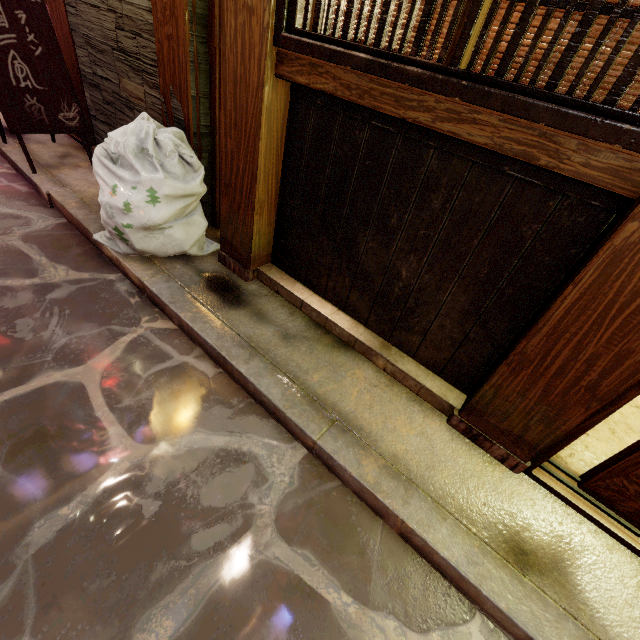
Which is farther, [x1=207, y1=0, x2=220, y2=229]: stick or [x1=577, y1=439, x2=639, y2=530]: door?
[x1=207, y1=0, x2=220, y2=229]: stick

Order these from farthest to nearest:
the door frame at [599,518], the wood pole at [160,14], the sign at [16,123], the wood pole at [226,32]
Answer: the sign at [16,123] → the wood pole at [160,14] → the wood pole at [226,32] → the door frame at [599,518]

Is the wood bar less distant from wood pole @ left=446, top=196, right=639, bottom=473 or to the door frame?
wood pole @ left=446, top=196, right=639, bottom=473

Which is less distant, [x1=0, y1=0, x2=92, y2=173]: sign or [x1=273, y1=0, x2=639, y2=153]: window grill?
[x1=273, y1=0, x2=639, y2=153]: window grill

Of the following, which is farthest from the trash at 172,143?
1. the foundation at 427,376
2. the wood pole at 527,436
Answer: the wood pole at 527,436

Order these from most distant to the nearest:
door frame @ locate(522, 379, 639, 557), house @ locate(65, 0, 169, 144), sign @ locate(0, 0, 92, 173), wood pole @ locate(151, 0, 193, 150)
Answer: sign @ locate(0, 0, 92, 173) → house @ locate(65, 0, 169, 144) → wood pole @ locate(151, 0, 193, 150) → door frame @ locate(522, 379, 639, 557)

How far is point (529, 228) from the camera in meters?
2.8 m

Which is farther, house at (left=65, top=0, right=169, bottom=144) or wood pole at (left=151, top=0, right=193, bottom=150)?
house at (left=65, top=0, right=169, bottom=144)
